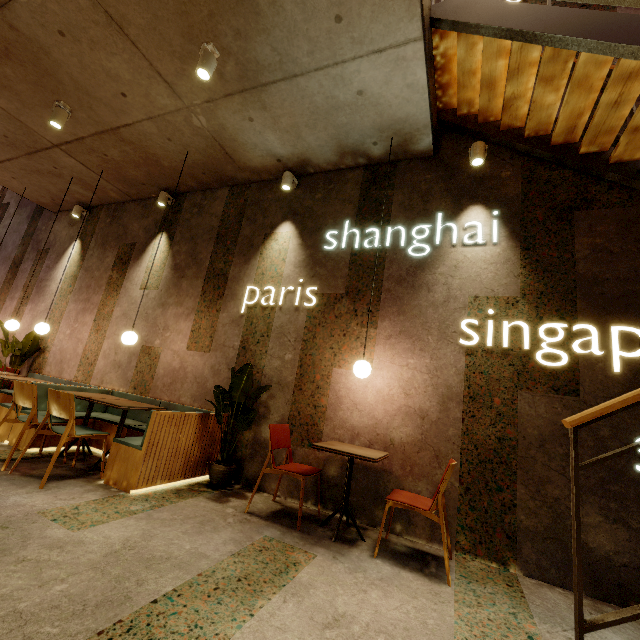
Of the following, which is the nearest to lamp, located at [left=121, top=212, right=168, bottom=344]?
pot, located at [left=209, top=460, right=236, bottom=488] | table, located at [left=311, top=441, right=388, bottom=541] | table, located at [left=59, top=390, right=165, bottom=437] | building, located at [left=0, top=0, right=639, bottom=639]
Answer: building, located at [left=0, top=0, right=639, bottom=639]

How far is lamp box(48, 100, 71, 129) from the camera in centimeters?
440cm

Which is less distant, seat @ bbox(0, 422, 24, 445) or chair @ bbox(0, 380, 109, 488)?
chair @ bbox(0, 380, 109, 488)

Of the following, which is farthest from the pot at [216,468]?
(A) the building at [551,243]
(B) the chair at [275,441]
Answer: (B) the chair at [275,441]

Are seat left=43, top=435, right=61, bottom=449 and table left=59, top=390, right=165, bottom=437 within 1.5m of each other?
yes

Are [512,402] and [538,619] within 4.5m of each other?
yes

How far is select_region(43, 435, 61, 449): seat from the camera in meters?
4.1 m

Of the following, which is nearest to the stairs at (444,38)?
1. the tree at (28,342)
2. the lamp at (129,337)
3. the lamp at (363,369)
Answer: the lamp at (363,369)
